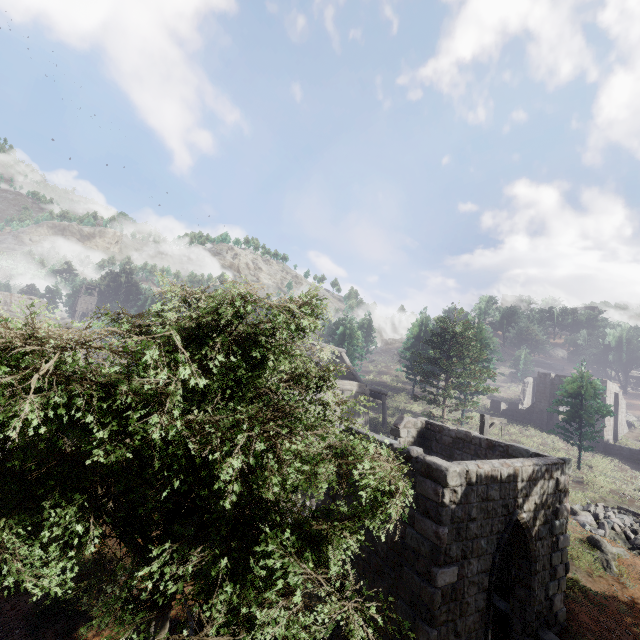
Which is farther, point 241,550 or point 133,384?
point 133,384

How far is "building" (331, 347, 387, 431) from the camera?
26.0m

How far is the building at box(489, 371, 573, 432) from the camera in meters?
34.4 m

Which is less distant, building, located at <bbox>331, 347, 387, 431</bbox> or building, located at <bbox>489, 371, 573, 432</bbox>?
building, located at <bbox>331, 347, 387, 431</bbox>

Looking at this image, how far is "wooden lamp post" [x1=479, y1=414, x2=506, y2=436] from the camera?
15.2m

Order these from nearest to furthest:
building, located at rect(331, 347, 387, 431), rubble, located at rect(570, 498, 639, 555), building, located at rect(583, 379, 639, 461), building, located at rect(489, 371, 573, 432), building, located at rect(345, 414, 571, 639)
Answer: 1. building, located at rect(345, 414, 571, 639)
2. rubble, located at rect(570, 498, 639, 555)
3. building, located at rect(331, 347, 387, 431)
4. building, located at rect(583, 379, 639, 461)
5. building, located at rect(489, 371, 573, 432)

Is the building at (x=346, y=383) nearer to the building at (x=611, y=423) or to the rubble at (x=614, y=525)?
the rubble at (x=614, y=525)

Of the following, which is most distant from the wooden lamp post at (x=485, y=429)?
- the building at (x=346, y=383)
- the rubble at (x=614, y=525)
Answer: the rubble at (x=614, y=525)
